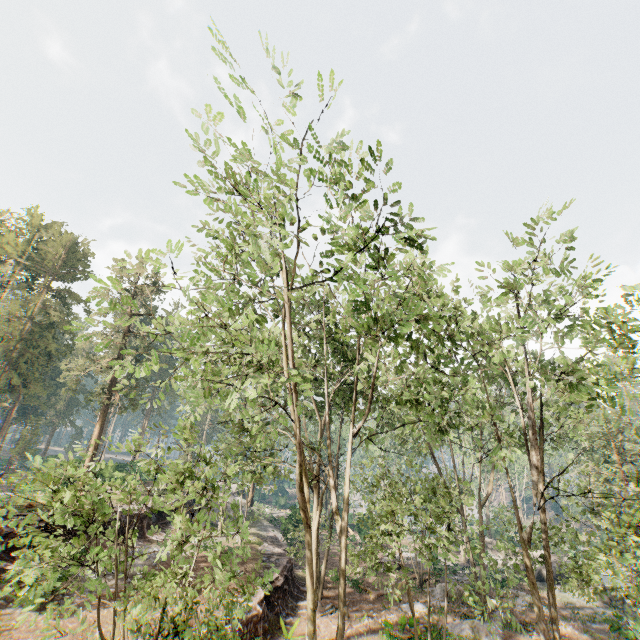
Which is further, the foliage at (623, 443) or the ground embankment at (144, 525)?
the ground embankment at (144, 525)

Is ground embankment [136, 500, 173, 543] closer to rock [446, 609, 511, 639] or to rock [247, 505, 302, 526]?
rock [247, 505, 302, 526]

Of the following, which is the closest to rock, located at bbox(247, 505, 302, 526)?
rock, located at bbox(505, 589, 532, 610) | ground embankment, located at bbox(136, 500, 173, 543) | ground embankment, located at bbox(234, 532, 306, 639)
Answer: ground embankment, located at bbox(136, 500, 173, 543)

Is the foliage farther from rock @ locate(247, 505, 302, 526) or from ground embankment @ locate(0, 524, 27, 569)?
ground embankment @ locate(0, 524, 27, 569)

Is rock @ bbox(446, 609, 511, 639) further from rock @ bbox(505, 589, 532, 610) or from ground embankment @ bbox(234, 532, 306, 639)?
ground embankment @ bbox(234, 532, 306, 639)

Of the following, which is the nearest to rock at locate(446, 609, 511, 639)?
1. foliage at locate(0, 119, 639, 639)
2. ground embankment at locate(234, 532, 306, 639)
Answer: foliage at locate(0, 119, 639, 639)

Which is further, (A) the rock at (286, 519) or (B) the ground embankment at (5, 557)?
(A) the rock at (286, 519)

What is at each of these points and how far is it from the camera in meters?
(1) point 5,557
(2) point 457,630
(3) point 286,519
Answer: (1) ground embankment, 16.6 m
(2) rock, 19.1 m
(3) rock, 34.9 m
